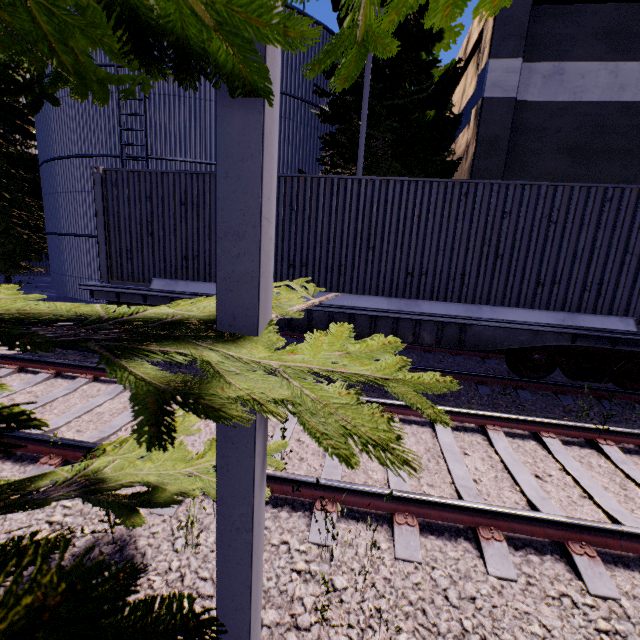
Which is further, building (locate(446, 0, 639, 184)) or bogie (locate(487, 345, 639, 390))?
building (locate(446, 0, 639, 184))

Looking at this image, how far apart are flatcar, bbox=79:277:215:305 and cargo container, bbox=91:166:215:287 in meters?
0.0 m

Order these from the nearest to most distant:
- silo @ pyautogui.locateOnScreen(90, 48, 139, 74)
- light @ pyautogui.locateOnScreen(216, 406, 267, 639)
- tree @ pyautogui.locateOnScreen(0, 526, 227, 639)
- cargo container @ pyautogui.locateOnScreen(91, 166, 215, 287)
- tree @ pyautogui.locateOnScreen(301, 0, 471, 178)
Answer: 1. tree @ pyautogui.locateOnScreen(0, 526, 227, 639)
2. tree @ pyautogui.locateOnScreen(301, 0, 471, 178)
3. light @ pyautogui.locateOnScreen(216, 406, 267, 639)
4. cargo container @ pyautogui.locateOnScreen(91, 166, 215, 287)
5. silo @ pyautogui.locateOnScreen(90, 48, 139, 74)

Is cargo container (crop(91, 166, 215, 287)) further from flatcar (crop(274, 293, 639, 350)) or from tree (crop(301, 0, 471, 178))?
tree (crop(301, 0, 471, 178))

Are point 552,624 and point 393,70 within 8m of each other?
no

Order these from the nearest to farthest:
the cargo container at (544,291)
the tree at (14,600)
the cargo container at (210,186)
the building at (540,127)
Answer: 1. the tree at (14,600)
2. the cargo container at (544,291)
3. the cargo container at (210,186)
4. the building at (540,127)

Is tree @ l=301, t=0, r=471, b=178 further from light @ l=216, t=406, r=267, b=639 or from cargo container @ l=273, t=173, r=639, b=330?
cargo container @ l=273, t=173, r=639, b=330

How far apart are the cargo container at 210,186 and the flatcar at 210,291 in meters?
0.0
